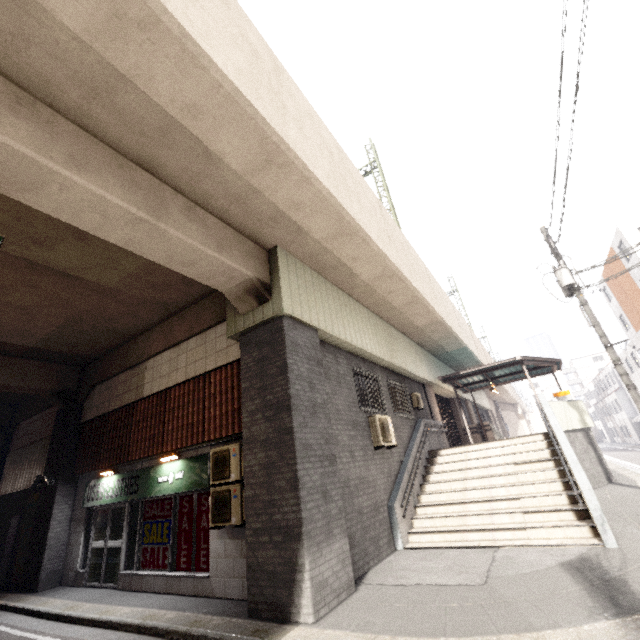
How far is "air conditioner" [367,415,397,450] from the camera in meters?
8.9 m

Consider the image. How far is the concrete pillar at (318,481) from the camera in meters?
5.2

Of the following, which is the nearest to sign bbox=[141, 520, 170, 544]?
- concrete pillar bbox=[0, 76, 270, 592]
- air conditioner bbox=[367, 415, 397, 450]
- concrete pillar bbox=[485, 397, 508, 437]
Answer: concrete pillar bbox=[0, 76, 270, 592]

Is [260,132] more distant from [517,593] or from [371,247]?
[517,593]

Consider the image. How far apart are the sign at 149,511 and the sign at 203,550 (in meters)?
1.03

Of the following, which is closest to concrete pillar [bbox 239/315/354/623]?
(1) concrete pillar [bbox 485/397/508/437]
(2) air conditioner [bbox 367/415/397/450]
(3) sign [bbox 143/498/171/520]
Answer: (2) air conditioner [bbox 367/415/397/450]

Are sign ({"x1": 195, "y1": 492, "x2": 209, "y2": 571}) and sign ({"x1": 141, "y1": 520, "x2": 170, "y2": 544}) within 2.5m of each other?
yes

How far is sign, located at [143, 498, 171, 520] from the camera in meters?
8.3
